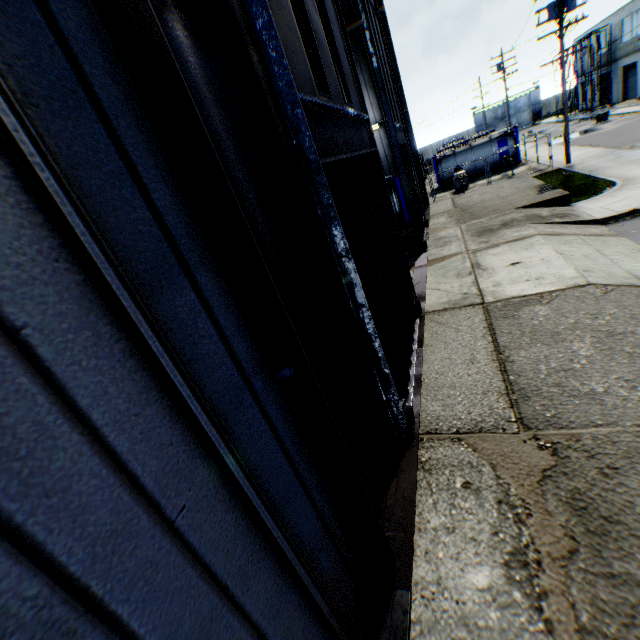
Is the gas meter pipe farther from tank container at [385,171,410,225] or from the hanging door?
the hanging door

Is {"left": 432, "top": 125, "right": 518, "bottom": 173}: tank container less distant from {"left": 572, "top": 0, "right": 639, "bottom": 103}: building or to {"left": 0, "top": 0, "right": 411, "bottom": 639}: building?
{"left": 0, "top": 0, "right": 411, "bottom": 639}: building

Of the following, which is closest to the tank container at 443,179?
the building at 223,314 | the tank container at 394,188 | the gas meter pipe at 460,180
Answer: the gas meter pipe at 460,180

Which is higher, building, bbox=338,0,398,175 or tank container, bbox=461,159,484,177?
building, bbox=338,0,398,175

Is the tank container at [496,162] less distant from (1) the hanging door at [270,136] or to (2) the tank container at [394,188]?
(2) the tank container at [394,188]

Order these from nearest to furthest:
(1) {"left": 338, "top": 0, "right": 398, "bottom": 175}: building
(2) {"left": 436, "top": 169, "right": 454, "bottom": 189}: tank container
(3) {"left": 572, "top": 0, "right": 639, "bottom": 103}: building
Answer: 1. (1) {"left": 338, "top": 0, "right": 398, "bottom": 175}: building
2. (2) {"left": 436, "top": 169, "right": 454, "bottom": 189}: tank container
3. (3) {"left": 572, "top": 0, "right": 639, "bottom": 103}: building

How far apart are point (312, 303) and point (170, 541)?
3.3m

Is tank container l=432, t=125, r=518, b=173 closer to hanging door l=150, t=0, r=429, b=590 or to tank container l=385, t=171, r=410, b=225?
tank container l=385, t=171, r=410, b=225
